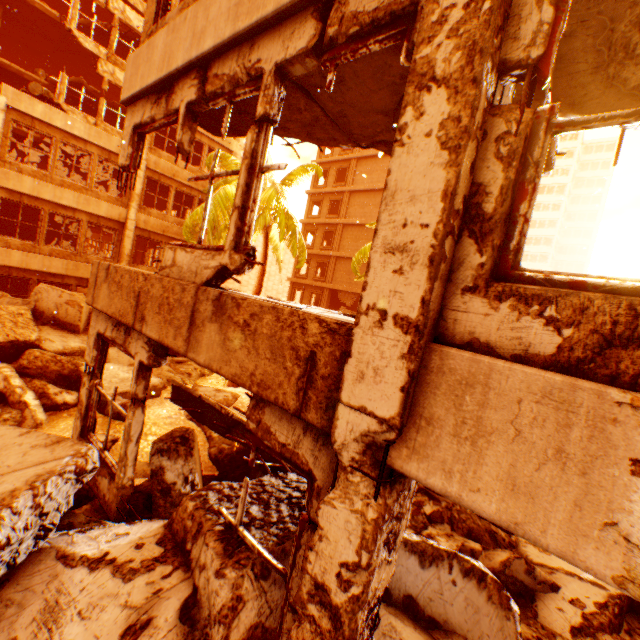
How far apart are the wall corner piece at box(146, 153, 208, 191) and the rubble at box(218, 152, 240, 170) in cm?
296

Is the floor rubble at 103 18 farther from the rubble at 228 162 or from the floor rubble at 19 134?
the rubble at 228 162

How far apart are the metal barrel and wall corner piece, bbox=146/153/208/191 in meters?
3.6

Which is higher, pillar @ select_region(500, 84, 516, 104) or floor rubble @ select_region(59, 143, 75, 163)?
floor rubble @ select_region(59, 143, 75, 163)

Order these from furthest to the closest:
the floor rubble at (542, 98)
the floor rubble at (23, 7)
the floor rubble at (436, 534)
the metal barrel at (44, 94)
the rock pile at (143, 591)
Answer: the floor rubble at (23, 7), the metal barrel at (44, 94), the floor rubble at (436, 534), the floor rubble at (542, 98), the rock pile at (143, 591)

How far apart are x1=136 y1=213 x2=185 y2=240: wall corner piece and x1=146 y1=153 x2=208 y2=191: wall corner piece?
2.2 meters

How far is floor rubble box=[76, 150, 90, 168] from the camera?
16.64m

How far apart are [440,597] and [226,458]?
5.0m
